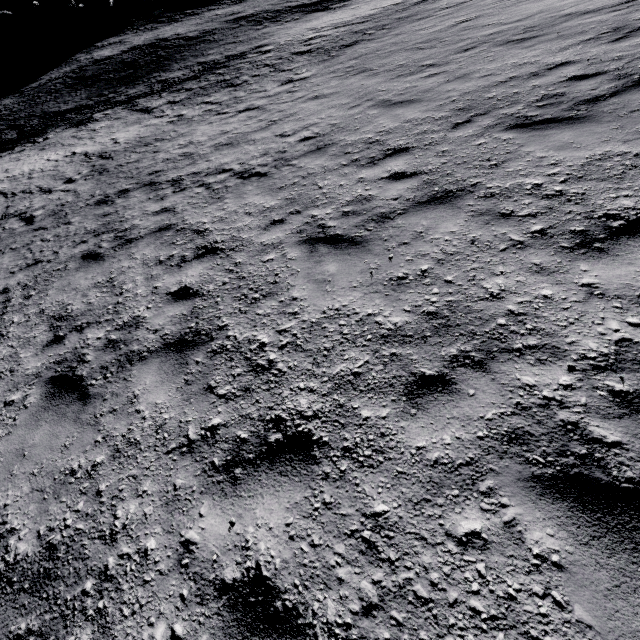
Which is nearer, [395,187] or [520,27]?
[395,187]
